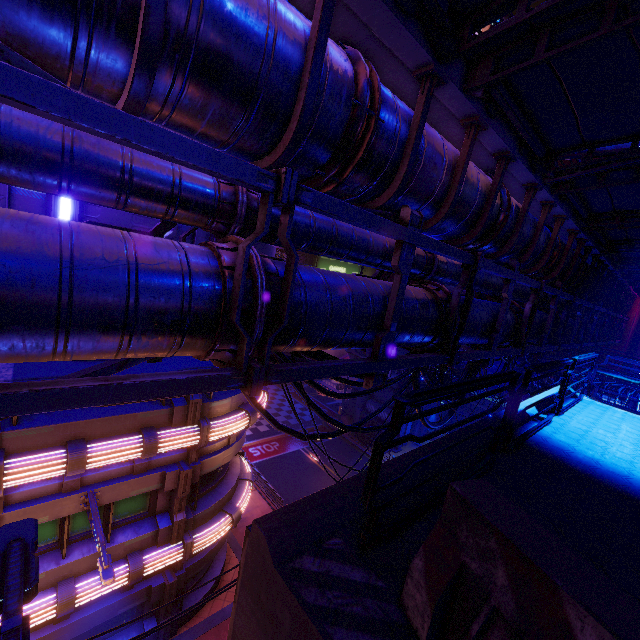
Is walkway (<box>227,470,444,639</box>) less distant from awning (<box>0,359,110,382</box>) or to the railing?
the railing

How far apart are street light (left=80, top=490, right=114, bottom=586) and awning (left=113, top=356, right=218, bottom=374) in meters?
4.5

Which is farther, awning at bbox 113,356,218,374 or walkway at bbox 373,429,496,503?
awning at bbox 113,356,218,374

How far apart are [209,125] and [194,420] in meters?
10.0 m

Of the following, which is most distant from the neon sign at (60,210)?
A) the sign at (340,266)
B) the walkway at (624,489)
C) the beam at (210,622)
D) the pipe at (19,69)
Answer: the sign at (340,266)

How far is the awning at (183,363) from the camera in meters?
6.6 m

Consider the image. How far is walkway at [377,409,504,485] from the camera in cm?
333
